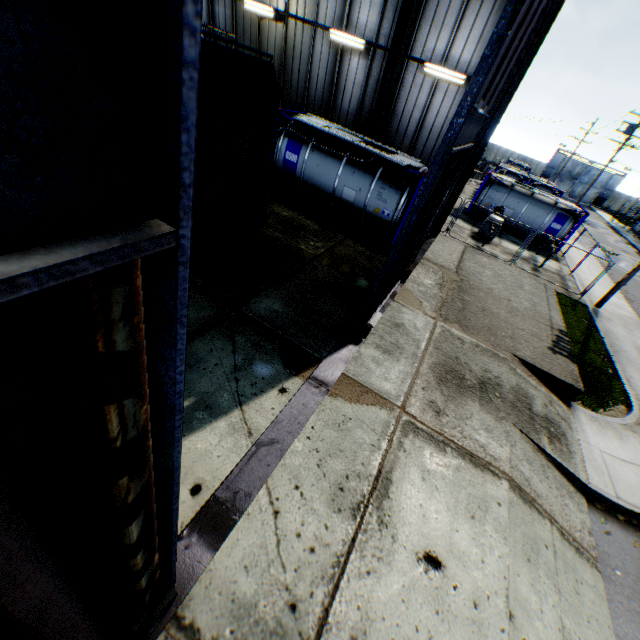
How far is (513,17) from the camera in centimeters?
429cm

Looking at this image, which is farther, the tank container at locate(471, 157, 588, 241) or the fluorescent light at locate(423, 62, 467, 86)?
the tank container at locate(471, 157, 588, 241)

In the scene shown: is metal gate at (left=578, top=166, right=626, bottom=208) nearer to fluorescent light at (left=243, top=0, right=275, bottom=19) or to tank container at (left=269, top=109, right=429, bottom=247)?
tank container at (left=269, top=109, right=429, bottom=247)

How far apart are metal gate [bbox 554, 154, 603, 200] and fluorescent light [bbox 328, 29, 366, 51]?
61.4m

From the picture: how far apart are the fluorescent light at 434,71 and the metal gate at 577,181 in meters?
60.5 m

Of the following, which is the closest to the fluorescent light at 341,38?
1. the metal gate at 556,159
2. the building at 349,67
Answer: the building at 349,67

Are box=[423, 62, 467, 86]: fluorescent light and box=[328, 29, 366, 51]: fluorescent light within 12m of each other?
yes

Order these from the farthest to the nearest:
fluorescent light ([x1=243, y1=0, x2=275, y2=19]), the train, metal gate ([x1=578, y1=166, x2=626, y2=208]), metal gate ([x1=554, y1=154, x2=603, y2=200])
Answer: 1. metal gate ([x1=554, y1=154, x2=603, y2=200])
2. metal gate ([x1=578, y1=166, x2=626, y2=208])
3. fluorescent light ([x1=243, y1=0, x2=275, y2=19])
4. the train
